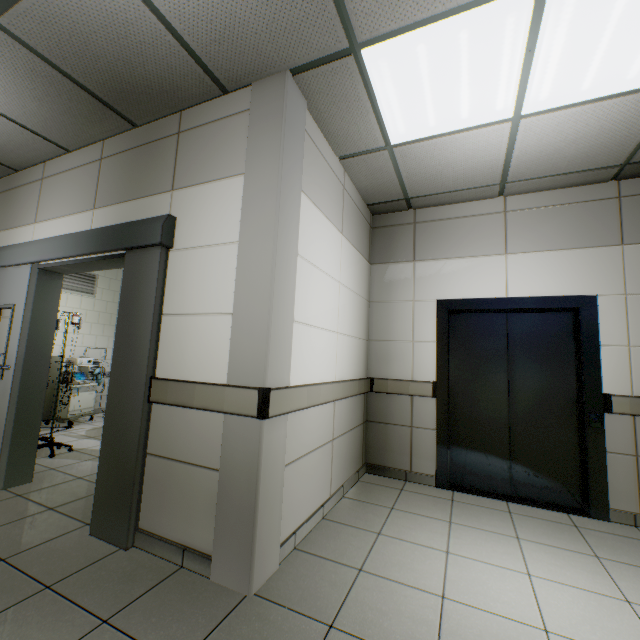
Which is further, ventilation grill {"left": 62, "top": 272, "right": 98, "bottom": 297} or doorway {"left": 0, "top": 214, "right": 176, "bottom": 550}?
ventilation grill {"left": 62, "top": 272, "right": 98, "bottom": 297}

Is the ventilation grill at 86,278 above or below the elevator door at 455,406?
above

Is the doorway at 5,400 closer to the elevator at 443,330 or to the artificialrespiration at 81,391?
the artificialrespiration at 81,391

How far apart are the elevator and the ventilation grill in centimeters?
662cm

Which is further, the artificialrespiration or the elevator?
the artificialrespiration

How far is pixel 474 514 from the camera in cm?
293

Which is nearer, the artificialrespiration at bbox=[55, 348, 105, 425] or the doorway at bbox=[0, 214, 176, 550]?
the doorway at bbox=[0, 214, 176, 550]

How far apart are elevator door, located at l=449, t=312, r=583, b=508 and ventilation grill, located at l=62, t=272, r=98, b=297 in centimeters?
679cm
